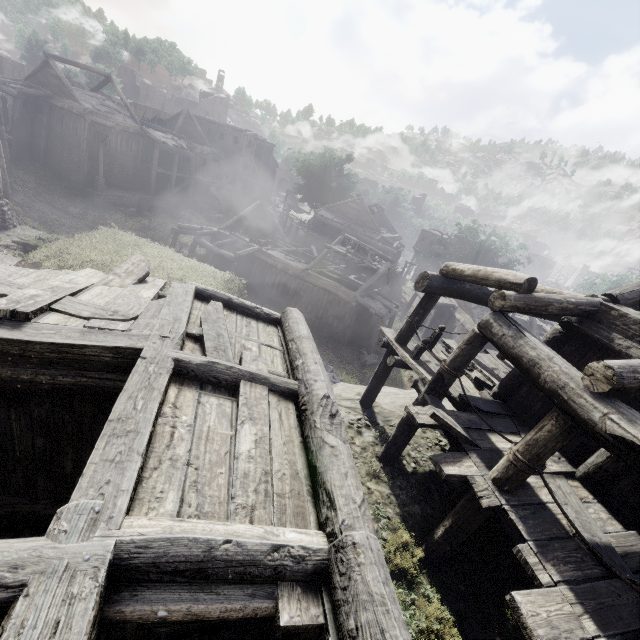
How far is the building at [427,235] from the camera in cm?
4363

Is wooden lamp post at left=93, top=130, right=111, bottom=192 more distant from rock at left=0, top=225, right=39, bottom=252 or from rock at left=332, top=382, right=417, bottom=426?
rock at left=332, top=382, right=417, bottom=426

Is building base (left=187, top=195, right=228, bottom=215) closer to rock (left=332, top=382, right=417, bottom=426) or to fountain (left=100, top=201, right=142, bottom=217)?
fountain (left=100, top=201, right=142, bottom=217)

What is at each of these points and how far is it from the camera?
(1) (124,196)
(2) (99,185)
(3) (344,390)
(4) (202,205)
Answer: (1) building base, 29.2 meters
(2) wooden lamp post, 27.4 meters
(3) rock, 12.9 meters
(4) building base, 37.1 meters

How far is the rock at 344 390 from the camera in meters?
10.0 m

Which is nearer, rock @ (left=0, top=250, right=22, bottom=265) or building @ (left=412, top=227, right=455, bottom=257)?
rock @ (left=0, top=250, right=22, bottom=265)

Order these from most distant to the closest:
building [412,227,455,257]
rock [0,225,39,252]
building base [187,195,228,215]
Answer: building [412,227,455,257]
building base [187,195,228,215]
rock [0,225,39,252]

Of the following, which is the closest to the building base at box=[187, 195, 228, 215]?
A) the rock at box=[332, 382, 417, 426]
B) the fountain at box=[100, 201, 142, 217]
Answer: the fountain at box=[100, 201, 142, 217]
